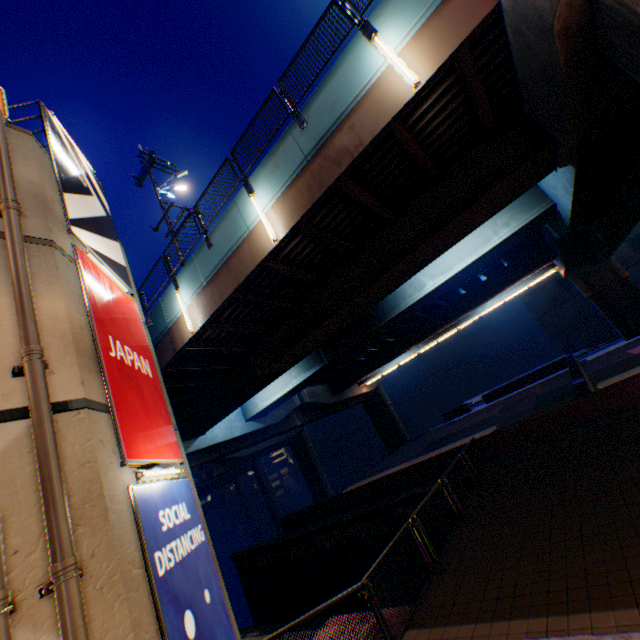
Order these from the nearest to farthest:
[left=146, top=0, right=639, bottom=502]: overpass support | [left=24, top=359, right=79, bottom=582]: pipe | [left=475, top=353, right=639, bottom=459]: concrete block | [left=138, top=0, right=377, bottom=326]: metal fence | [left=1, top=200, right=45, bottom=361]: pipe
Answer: [left=24, top=359, right=79, bottom=582]: pipe
[left=1, top=200, right=45, bottom=361]: pipe
[left=146, top=0, right=639, bottom=502]: overpass support
[left=138, top=0, right=377, bottom=326]: metal fence
[left=475, top=353, right=639, bottom=459]: concrete block

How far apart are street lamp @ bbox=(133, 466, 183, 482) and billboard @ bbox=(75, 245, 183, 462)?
0.1 meters

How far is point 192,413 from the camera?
17.86m

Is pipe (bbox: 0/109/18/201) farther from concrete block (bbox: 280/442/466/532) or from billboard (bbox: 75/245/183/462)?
concrete block (bbox: 280/442/466/532)

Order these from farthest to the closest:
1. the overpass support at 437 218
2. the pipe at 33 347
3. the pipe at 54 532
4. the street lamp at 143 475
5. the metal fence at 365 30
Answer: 1. the metal fence at 365 30
2. the overpass support at 437 218
3. the street lamp at 143 475
4. the pipe at 33 347
5. the pipe at 54 532

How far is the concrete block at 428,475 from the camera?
14.88m

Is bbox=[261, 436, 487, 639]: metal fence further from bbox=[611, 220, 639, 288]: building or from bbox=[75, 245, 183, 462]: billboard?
bbox=[611, 220, 639, 288]: building

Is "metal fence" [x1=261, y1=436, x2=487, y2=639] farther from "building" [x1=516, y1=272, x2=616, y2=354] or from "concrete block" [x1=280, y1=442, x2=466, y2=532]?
"building" [x1=516, y1=272, x2=616, y2=354]
